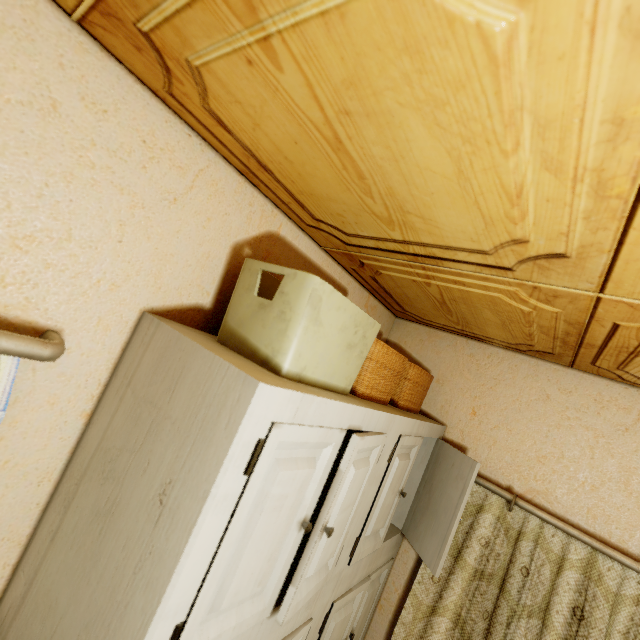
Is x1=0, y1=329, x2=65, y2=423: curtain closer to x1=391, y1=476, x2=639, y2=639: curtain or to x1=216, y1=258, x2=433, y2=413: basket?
x1=216, y1=258, x2=433, y2=413: basket

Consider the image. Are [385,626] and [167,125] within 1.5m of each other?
no

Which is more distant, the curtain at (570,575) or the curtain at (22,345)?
the curtain at (570,575)

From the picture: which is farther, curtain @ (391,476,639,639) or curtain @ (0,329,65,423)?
curtain @ (391,476,639,639)

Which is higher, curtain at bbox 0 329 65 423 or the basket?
the basket

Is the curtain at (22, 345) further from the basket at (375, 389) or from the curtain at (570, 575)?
the curtain at (570, 575)

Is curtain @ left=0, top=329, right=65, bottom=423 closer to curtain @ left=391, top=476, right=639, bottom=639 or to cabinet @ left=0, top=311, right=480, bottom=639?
cabinet @ left=0, top=311, right=480, bottom=639
